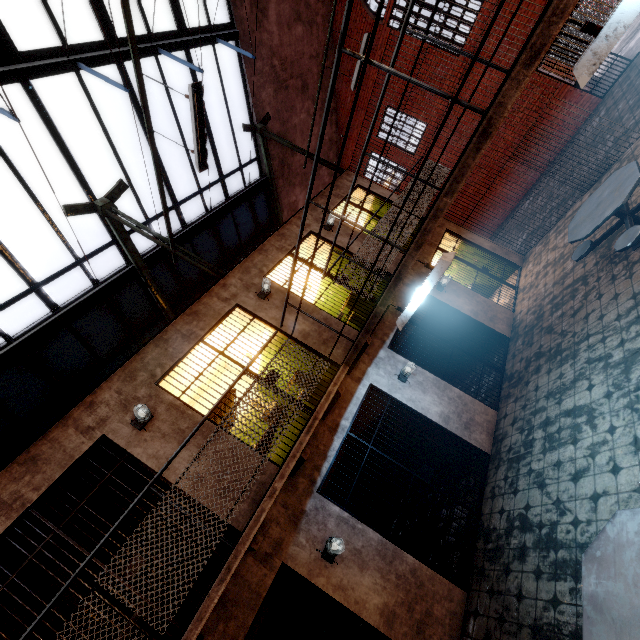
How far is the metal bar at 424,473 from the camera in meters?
4.5 m

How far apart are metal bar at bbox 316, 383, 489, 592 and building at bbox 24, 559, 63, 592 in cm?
344

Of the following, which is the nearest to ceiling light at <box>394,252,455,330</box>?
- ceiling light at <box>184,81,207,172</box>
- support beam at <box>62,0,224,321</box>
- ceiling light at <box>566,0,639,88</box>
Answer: ceiling light at <box>566,0,639,88</box>

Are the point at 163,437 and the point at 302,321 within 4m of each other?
yes

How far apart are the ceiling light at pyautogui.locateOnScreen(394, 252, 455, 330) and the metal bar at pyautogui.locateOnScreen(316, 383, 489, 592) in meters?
2.1 m

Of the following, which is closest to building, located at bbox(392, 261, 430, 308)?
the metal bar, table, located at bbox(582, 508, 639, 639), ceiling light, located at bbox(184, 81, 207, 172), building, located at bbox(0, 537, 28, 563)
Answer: the metal bar

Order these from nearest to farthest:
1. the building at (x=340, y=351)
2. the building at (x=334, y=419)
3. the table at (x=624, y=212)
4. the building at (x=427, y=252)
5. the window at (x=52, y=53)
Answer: the building at (x=334, y=419) → the table at (x=624, y=212) → the window at (x=52, y=53) → the building at (x=340, y=351) → the building at (x=427, y=252)

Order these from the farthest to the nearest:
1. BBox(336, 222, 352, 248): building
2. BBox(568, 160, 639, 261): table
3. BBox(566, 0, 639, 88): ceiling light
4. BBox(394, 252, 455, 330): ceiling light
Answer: BBox(336, 222, 352, 248): building → BBox(568, 160, 639, 261): table → BBox(394, 252, 455, 330): ceiling light → BBox(566, 0, 639, 88): ceiling light
